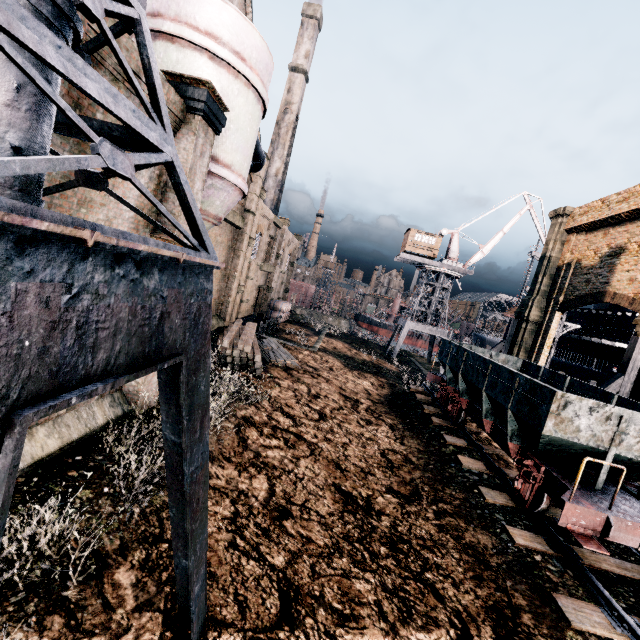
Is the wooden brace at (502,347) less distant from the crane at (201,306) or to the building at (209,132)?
the building at (209,132)

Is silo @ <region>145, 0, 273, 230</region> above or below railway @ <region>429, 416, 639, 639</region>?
above

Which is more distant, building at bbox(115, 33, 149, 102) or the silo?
the silo

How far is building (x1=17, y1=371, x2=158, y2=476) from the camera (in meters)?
7.00

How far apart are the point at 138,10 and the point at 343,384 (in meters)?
21.68

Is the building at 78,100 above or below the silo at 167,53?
below

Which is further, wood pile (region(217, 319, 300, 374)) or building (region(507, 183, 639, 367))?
building (region(507, 183, 639, 367))

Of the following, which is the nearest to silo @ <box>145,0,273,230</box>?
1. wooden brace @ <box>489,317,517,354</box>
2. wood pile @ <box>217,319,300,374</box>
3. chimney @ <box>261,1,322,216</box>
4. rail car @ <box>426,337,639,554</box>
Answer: wood pile @ <box>217,319,300,374</box>
